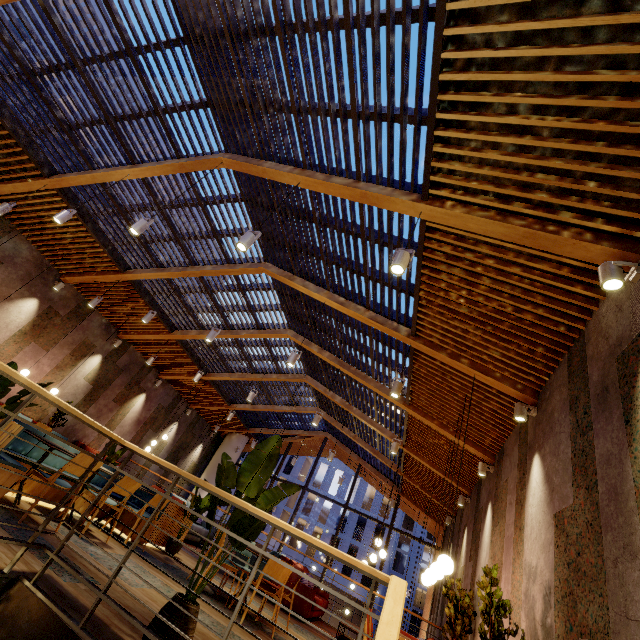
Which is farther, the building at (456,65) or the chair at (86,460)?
the chair at (86,460)

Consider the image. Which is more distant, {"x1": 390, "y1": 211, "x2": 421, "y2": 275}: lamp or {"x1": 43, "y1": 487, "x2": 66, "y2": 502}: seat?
{"x1": 43, "y1": 487, "x2": 66, "y2": 502}: seat

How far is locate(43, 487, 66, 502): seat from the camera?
4.9m

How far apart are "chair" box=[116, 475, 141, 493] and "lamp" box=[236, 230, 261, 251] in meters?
3.9

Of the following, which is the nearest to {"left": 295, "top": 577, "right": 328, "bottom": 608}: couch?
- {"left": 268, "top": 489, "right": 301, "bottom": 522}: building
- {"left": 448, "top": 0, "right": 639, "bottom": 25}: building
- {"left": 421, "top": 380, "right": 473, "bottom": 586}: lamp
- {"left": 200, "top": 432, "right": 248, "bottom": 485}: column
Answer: {"left": 448, "top": 0, "right": 639, "bottom": 25}: building

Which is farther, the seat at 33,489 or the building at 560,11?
the seat at 33,489

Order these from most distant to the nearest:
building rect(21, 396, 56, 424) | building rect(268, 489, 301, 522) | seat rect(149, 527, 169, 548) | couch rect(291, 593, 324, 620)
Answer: building rect(268, 489, 301, 522)
building rect(21, 396, 56, 424)
couch rect(291, 593, 324, 620)
seat rect(149, 527, 169, 548)

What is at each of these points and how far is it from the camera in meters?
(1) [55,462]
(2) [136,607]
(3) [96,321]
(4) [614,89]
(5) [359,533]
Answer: (1) seat, 5.3 m
(2) building, 3.1 m
(3) building, 10.5 m
(4) building, 2.5 m
(5) building, 39.9 m
